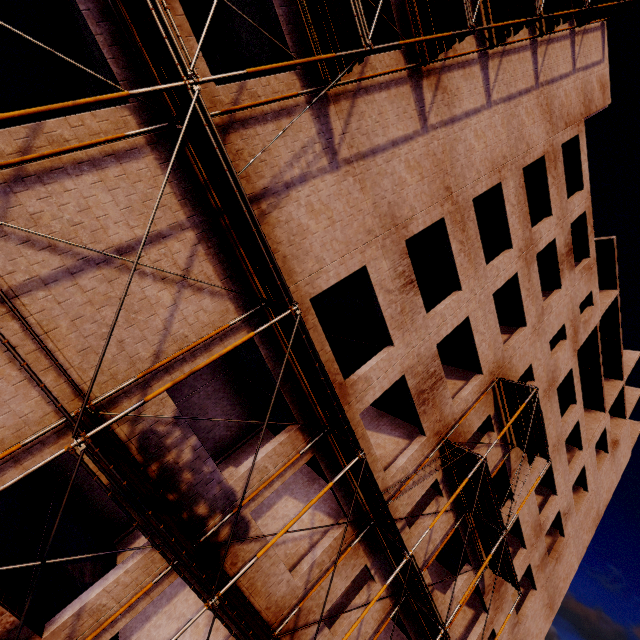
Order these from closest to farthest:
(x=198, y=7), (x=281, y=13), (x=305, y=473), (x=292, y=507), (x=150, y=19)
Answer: (x=150, y=19) → (x=281, y=13) → (x=198, y=7) → (x=292, y=507) → (x=305, y=473)
